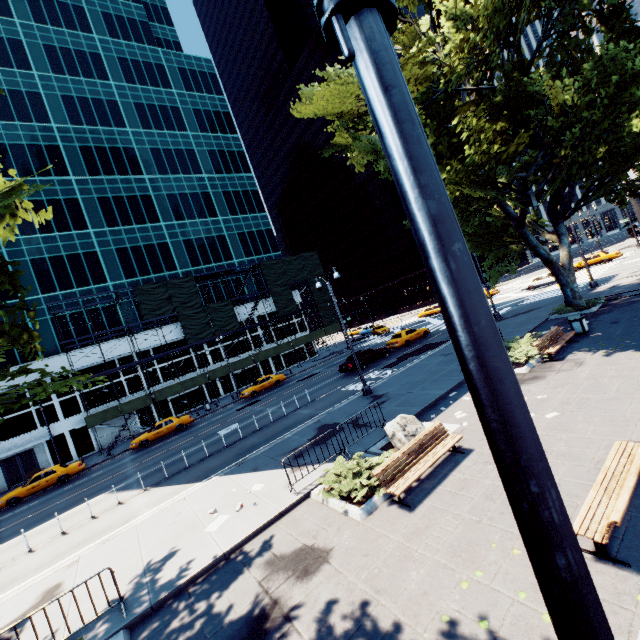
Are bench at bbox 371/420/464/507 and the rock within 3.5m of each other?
yes

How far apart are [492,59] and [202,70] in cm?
5108

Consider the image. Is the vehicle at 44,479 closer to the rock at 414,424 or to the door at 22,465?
the door at 22,465

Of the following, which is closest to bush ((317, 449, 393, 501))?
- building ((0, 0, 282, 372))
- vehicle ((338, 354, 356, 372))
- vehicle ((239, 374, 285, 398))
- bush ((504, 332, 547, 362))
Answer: bush ((504, 332, 547, 362))

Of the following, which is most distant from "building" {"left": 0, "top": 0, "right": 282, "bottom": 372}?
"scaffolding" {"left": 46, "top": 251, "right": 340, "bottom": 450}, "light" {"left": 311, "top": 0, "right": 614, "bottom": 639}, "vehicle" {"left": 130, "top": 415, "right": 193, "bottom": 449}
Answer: "light" {"left": 311, "top": 0, "right": 614, "bottom": 639}

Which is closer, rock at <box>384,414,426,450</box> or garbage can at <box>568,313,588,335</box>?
rock at <box>384,414,426,450</box>

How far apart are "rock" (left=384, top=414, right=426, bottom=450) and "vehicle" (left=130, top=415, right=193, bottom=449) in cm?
2395

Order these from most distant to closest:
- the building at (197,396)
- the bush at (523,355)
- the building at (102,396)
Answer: the building at (197,396), the building at (102,396), the bush at (523,355)
